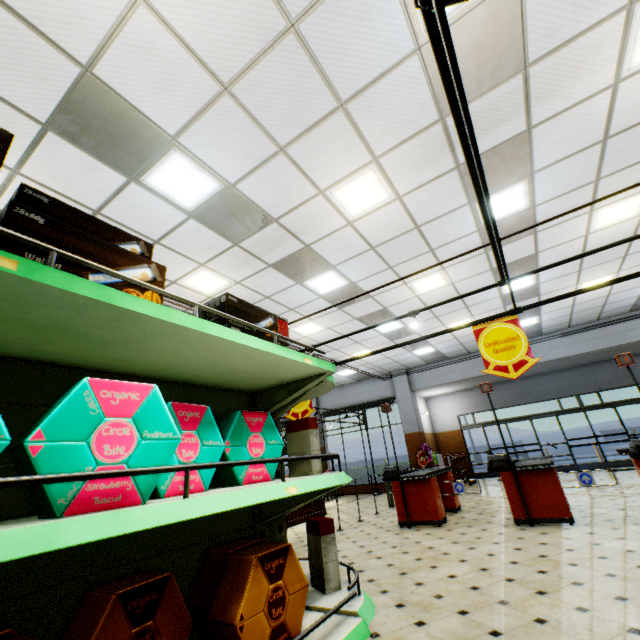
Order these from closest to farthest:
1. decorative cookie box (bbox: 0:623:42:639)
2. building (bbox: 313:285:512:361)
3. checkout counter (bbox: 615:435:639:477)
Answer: decorative cookie box (bbox: 0:623:42:639)
checkout counter (bbox: 615:435:639:477)
building (bbox: 313:285:512:361)

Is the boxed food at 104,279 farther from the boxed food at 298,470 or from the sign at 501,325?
the sign at 501,325

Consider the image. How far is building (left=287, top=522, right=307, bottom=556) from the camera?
5.81m

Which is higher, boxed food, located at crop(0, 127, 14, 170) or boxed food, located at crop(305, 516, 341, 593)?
boxed food, located at crop(0, 127, 14, 170)

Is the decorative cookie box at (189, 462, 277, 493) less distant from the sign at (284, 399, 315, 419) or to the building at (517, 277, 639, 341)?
the building at (517, 277, 639, 341)

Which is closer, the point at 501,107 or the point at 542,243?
the point at 501,107

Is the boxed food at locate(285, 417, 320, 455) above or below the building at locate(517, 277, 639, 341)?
below

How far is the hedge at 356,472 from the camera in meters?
14.8
